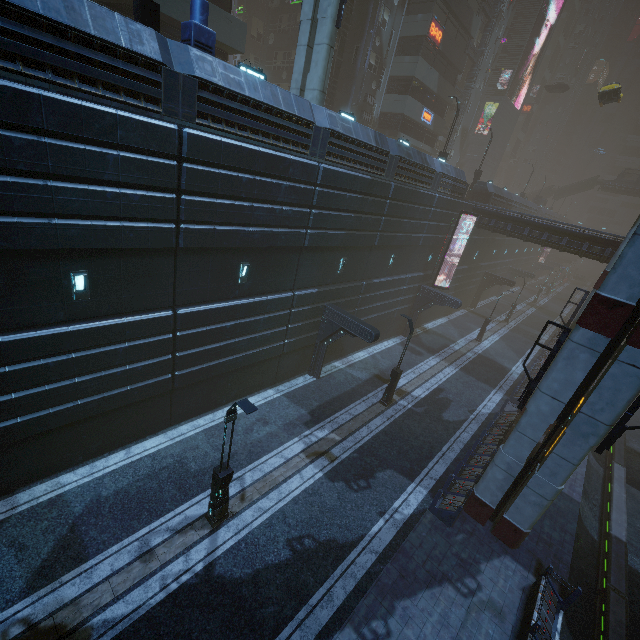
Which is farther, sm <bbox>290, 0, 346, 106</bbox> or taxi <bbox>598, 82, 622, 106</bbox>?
taxi <bbox>598, 82, 622, 106</bbox>

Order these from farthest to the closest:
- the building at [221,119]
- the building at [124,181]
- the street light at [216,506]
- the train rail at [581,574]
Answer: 1. the train rail at [581,574]
2. the street light at [216,506]
3. the building at [124,181]
4. the building at [221,119]

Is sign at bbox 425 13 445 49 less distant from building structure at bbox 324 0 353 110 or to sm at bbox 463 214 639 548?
building structure at bbox 324 0 353 110

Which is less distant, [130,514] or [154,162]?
[154,162]

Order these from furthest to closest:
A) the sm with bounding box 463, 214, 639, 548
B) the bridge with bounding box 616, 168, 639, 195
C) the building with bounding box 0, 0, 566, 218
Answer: the bridge with bounding box 616, 168, 639, 195, the sm with bounding box 463, 214, 639, 548, the building with bounding box 0, 0, 566, 218

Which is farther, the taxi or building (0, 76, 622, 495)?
the taxi

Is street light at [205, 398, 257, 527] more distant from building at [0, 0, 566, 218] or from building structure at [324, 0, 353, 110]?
building structure at [324, 0, 353, 110]

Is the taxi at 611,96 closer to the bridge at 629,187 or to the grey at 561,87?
the bridge at 629,187
